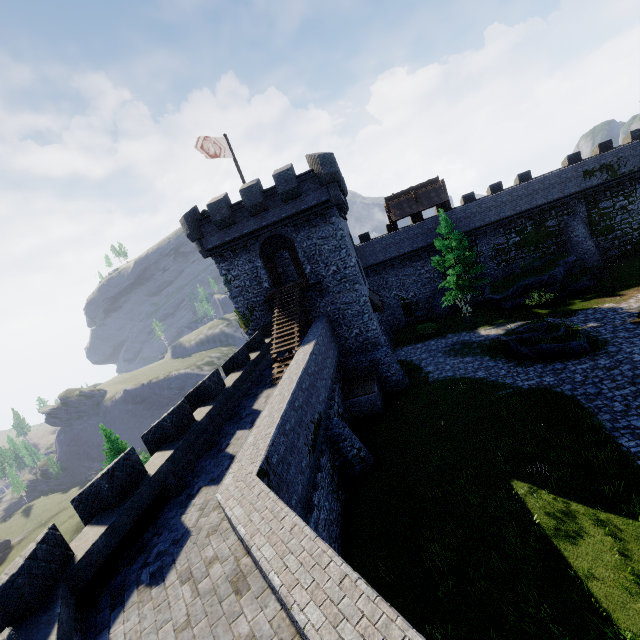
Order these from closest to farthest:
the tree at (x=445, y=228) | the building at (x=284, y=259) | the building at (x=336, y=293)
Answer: the building at (x=336, y=293) < the tree at (x=445, y=228) < the building at (x=284, y=259)

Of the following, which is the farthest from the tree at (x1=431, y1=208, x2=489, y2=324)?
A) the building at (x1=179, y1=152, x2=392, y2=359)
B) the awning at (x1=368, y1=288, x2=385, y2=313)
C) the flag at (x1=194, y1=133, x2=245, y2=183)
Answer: the flag at (x1=194, y1=133, x2=245, y2=183)

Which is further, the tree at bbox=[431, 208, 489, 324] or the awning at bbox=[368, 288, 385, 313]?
the tree at bbox=[431, 208, 489, 324]

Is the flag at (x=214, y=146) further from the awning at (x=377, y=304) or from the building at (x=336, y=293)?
the awning at (x=377, y=304)

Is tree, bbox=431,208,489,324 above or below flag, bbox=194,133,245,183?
below

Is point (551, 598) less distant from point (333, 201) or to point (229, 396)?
point (229, 396)

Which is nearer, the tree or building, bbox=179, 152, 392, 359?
building, bbox=179, 152, 392, 359
